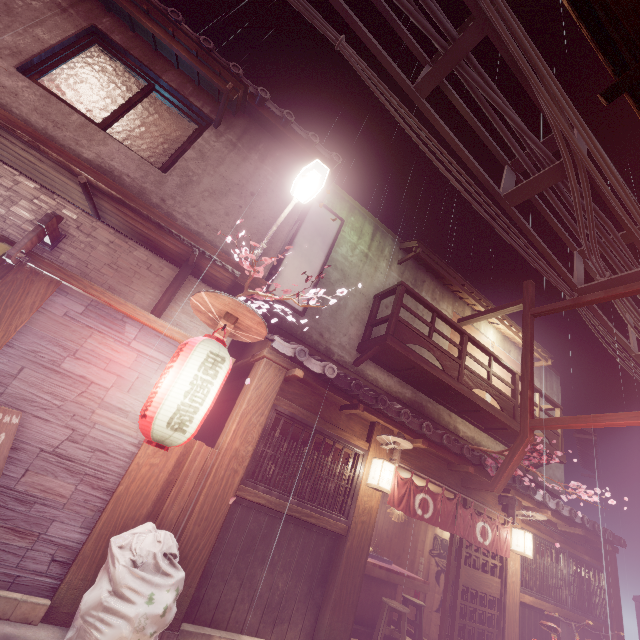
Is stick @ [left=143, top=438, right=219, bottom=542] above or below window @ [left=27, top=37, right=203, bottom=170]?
below

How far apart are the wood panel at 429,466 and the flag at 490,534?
0.53m

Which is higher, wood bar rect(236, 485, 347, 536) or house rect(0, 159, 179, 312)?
house rect(0, 159, 179, 312)

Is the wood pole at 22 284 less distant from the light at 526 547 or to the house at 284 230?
the house at 284 230

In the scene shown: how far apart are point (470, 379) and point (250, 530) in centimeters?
1047cm

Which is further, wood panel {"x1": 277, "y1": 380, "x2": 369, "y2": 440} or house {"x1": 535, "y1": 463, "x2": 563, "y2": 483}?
house {"x1": 535, "y1": 463, "x2": 563, "y2": 483}

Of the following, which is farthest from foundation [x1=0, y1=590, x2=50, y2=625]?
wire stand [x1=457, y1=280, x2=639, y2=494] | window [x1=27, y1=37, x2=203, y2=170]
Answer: window [x1=27, y1=37, x2=203, y2=170]

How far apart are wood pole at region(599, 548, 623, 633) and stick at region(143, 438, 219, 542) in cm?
1911
